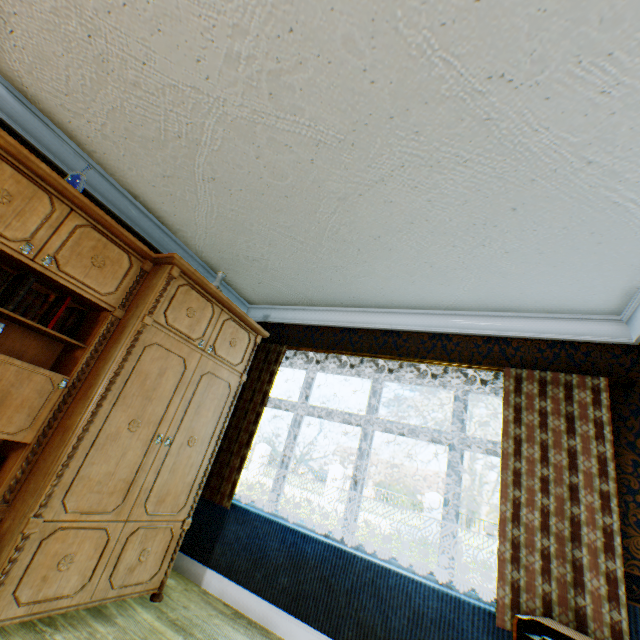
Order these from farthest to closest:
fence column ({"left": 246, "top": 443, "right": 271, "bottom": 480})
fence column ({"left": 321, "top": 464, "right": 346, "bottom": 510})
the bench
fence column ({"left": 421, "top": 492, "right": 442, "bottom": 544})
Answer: fence column ({"left": 246, "top": 443, "right": 271, "bottom": 480}) → fence column ({"left": 321, "top": 464, "right": 346, "bottom": 510}) → fence column ({"left": 421, "top": 492, "right": 442, "bottom": 544}) → the bench

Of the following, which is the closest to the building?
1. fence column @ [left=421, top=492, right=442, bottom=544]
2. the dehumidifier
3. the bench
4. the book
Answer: the dehumidifier

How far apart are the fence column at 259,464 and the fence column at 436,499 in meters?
10.3

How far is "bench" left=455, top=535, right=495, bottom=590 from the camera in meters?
7.4 m

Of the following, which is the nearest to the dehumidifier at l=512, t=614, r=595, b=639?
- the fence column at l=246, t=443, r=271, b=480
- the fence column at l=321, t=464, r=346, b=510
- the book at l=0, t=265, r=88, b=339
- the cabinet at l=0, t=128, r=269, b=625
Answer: the cabinet at l=0, t=128, r=269, b=625

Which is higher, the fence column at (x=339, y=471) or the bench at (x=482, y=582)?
the fence column at (x=339, y=471)

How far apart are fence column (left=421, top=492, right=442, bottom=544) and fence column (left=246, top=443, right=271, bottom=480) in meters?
10.3

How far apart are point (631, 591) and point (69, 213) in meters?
4.6
